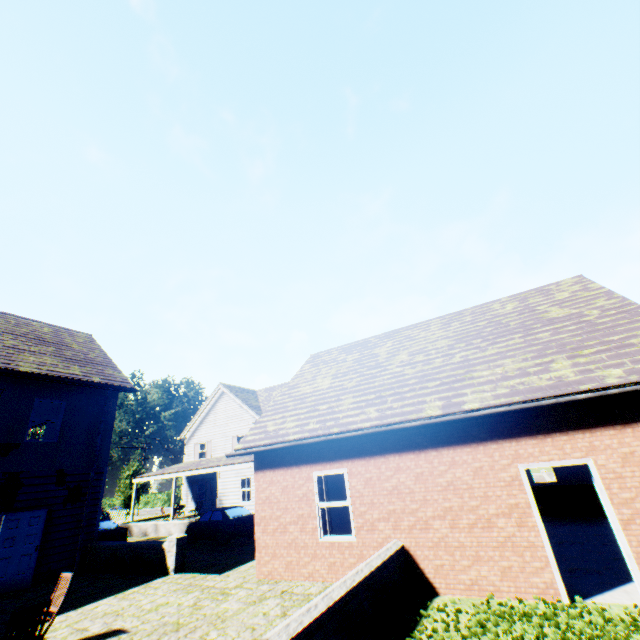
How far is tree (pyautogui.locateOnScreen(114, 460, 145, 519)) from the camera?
38.2 meters

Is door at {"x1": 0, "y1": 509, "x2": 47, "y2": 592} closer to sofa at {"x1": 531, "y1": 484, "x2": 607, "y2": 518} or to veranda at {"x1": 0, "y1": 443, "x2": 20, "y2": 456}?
veranda at {"x1": 0, "y1": 443, "x2": 20, "y2": 456}

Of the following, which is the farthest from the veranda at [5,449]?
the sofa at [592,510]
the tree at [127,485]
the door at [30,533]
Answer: the tree at [127,485]

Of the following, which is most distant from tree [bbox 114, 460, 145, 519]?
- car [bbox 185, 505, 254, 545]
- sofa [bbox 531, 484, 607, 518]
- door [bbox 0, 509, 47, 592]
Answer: door [bbox 0, 509, 47, 592]

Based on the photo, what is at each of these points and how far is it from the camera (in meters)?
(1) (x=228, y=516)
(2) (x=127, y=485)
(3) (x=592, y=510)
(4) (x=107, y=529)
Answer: (1) car, 16.48
(2) tree, 38.94
(3) sofa, 11.28
(4) car, 17.67

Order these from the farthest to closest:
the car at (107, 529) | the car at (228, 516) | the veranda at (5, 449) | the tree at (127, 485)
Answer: the tree at (127, 485)
the car at (107, 529)
the car at (228, 516)
the veranda at (5, 449)

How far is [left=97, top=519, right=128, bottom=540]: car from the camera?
17.2 meters

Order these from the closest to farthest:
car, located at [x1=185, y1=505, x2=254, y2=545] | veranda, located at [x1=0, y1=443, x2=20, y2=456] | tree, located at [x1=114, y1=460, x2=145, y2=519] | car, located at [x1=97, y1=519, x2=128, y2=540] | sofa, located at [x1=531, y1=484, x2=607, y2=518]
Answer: veranda, located at [x1=0, y1=443, x2=20, y2=456] < sofa, located at [x1=531, y1=484, x2=607, y2=518] < car, located at [x1=185, y1=505, x2=254, y2=545] < car, located at [x1=97, y1=519, x2=128, y2=540] < tree, located at [x1=114, y1=460, x2=145, y2=519]
